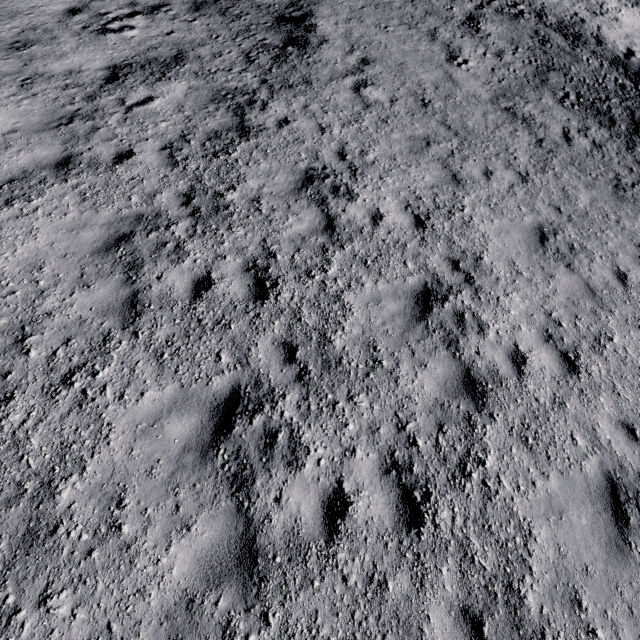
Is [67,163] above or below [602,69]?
below
